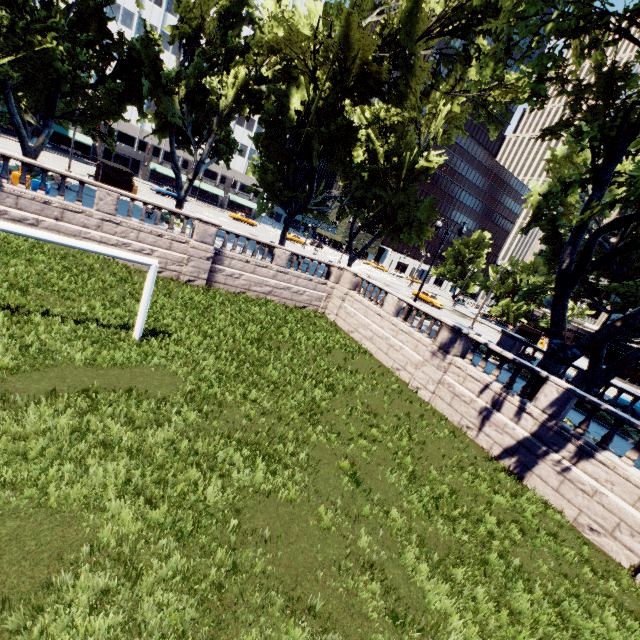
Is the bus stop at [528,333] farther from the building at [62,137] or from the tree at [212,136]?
the building at [62,137]

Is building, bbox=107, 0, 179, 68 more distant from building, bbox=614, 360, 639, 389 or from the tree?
building, bbox=614, 360, 639, 389

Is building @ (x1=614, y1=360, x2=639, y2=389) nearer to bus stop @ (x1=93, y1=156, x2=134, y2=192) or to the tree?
the tree

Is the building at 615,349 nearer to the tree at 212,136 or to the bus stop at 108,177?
the tree at 212,136

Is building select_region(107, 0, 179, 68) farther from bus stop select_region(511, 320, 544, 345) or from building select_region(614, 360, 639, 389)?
building select_region(614, 360, 639, 389)

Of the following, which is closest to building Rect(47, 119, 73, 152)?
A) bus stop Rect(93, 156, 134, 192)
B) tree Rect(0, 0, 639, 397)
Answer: tree Rect(0, 0, 639, 397)

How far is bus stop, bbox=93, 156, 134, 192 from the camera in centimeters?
3030cm

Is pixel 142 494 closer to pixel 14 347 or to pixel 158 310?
pixel 14 347
